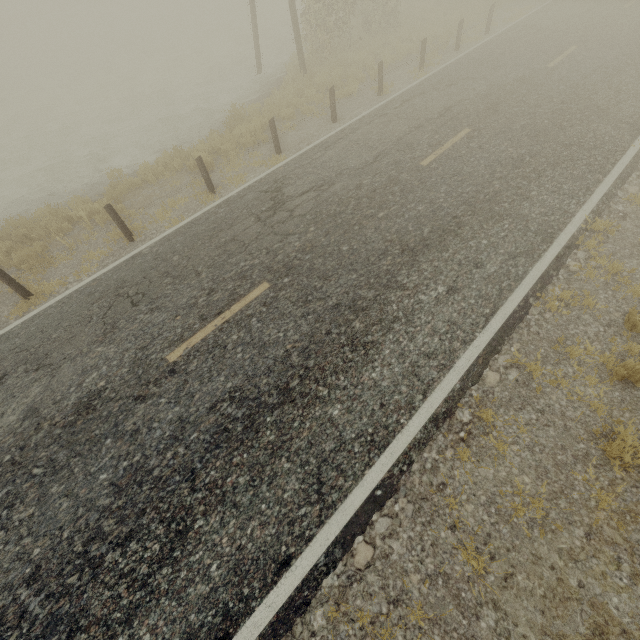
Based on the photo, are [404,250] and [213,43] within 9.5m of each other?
no
